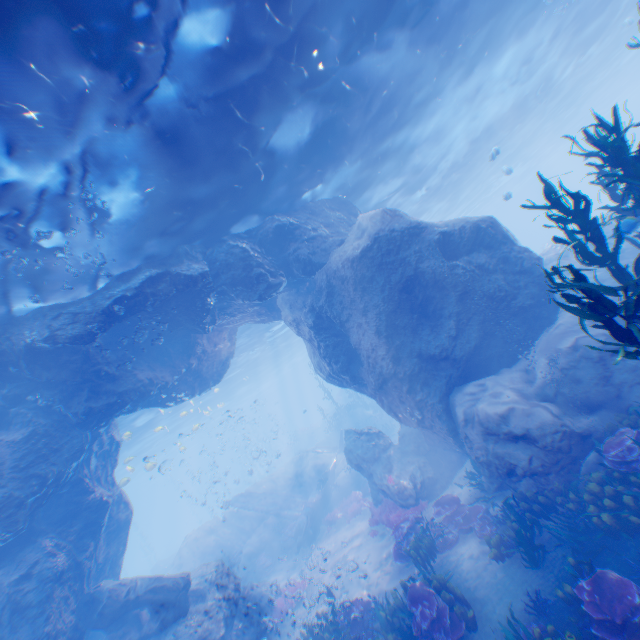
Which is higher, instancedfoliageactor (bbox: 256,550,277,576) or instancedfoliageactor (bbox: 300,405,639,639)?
instancedfoliageactor (bbox: 300,405,639,639)

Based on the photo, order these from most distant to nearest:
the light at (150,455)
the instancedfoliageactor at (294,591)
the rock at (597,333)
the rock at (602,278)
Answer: the light at (150,455) → the rock at (602,278) → the instancedfoliageactor at (294,591) → the rock at (597,333)

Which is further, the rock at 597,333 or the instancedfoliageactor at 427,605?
the rock at 597,333

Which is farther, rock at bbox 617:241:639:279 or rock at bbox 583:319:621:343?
rock at bbox 617:241:639:279

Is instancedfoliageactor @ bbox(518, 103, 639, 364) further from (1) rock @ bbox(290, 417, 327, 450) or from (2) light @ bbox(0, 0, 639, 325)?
(1) rock @ bbox(290, 417, 327, 450)

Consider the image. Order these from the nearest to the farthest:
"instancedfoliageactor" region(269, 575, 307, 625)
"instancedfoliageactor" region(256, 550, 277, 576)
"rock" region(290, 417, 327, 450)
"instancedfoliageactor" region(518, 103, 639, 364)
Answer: "instancedfoliageactor" region(518, 103, 639, 364) → "instancedfoliageactor" region(269, 575, 307, 625) → "instancedfoliageactor" region(256, 550, 277, 576) → "rock" region(290, 417, 327, 450)

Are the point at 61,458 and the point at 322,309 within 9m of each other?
no

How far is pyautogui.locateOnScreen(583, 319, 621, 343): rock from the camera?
8.41m
